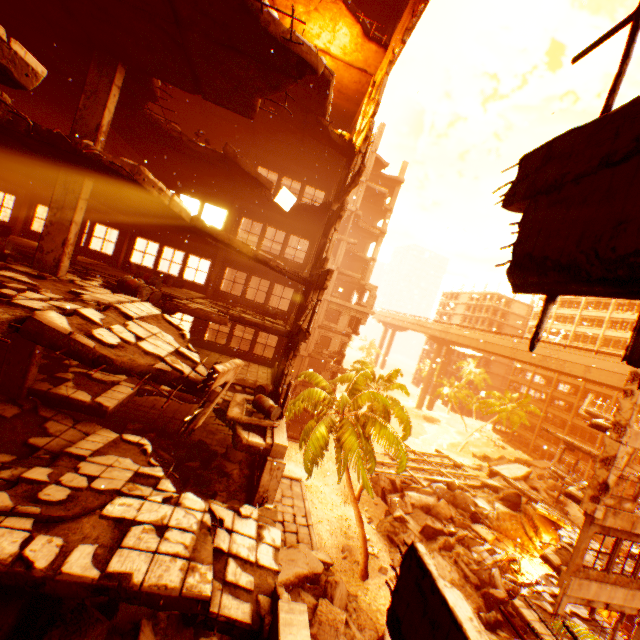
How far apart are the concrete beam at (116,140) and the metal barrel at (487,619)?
27.7 meters

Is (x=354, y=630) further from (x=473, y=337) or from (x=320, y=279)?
(x=473, y=337)

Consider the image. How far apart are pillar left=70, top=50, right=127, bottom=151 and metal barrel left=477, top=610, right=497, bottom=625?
25.31m

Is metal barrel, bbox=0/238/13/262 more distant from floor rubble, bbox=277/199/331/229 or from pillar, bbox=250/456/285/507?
floor rubble, bbox=277/199/331/229

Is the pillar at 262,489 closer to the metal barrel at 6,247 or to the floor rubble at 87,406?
the floor rubble at 87,406

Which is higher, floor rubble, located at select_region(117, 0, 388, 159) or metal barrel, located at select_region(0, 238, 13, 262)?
floor rubble, located at select_region(117, 0, 388, 159)

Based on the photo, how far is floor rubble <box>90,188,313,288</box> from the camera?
9.1m

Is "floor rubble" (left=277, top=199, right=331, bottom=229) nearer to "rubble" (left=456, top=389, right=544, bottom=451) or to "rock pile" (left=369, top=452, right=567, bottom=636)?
"rubble" (left=456, top=389, right=544, bottom=451)
